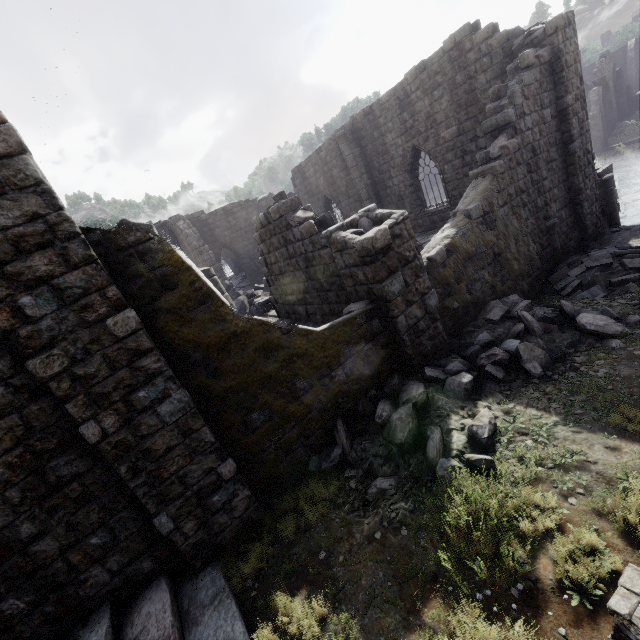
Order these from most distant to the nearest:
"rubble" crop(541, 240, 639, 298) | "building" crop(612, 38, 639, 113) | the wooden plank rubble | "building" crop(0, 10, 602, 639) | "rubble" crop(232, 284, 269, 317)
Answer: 1. "building" crop(612, 38, 639, 113)
2. the wooden plank rubble
3. "rubble" crop(232, 284, 269, 317)
4. "rubble" crop(541, 240, 639, 298)
5. "building" crop(0, 10, 602, 639)

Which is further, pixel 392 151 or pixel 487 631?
pixel 392 151

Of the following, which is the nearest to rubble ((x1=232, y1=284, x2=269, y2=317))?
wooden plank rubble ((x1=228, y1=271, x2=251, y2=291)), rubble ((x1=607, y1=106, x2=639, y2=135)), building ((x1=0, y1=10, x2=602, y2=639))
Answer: building ((x1=0, y1=10, x2=602, y2=639))

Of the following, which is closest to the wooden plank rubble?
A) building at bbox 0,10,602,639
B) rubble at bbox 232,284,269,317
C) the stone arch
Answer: building at bbox 0,10,602,639

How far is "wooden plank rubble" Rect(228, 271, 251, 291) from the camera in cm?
2800

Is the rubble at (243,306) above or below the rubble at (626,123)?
above

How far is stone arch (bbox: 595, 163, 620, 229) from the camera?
12.5 meters

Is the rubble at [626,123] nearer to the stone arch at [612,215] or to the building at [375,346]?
the building at [375,346]
